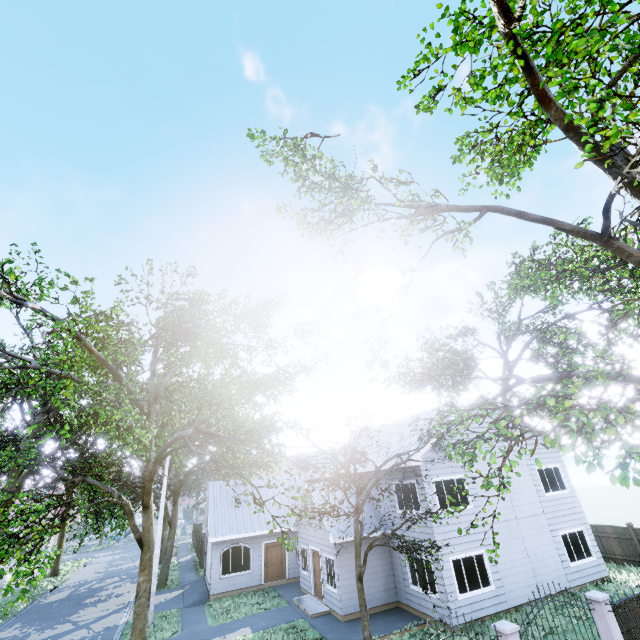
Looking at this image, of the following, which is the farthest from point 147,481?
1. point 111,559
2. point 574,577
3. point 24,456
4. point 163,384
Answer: point 111,559

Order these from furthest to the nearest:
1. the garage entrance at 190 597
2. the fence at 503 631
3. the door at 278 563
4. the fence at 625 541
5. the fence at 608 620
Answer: the door at 278 563
the garage entrance at 190 597
the fence at 625 541
the fence at 608 620
the fence at 503 631

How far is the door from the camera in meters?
20.8 m

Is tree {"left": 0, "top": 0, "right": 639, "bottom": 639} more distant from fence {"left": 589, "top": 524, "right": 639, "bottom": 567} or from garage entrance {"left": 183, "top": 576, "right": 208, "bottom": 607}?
garage entrance {"left": 183, "top": 576, "right": 208, "bottom": 607}

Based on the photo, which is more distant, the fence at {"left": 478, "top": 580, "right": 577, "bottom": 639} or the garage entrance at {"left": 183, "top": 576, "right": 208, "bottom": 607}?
the garage entrance at {"left": 183, "top": 576, "right": 208, "bottom": 607}

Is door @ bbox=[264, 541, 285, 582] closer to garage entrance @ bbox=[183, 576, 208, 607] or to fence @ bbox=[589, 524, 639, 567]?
garage entrance @ bbox=[183, 576, 208, 607]

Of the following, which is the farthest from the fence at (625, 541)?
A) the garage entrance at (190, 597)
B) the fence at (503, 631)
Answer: the fence at (503, 631)

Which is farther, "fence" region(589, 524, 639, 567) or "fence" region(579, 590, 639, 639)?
"fence" region(589, 524, 639, 567)
